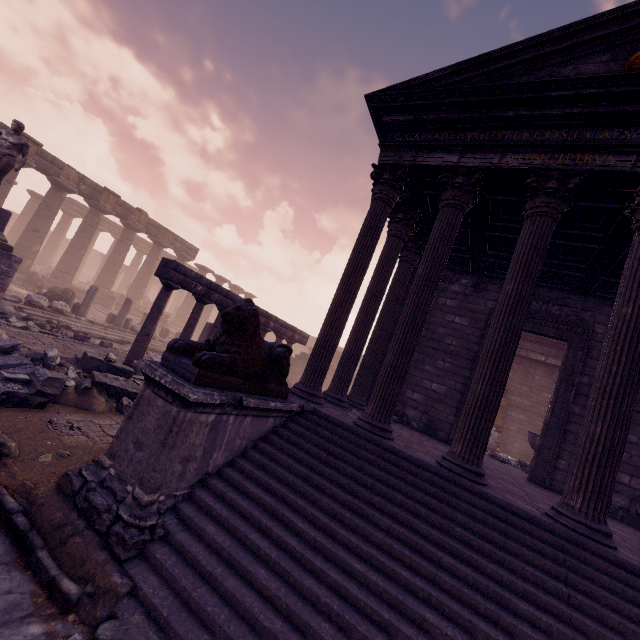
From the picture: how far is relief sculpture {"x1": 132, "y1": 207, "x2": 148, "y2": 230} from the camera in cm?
2225

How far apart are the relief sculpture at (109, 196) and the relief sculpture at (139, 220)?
1.1m

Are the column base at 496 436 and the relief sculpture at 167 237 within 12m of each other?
no

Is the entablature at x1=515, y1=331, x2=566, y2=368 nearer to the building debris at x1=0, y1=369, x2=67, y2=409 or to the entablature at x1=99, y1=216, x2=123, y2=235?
the building debris at x1=0, y1=369, x2=67, y2=409

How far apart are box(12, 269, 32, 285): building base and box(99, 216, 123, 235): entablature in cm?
529

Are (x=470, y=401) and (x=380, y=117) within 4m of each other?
no

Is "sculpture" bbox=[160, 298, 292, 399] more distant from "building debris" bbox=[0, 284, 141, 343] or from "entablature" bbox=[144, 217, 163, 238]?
"entablature" bbox=[144, 217, 163, 238]

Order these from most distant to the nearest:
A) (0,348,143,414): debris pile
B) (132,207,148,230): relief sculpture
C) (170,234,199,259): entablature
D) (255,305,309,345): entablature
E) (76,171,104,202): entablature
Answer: (170,234,199,259): entablature
(132,207,148,230): relief sculpture
(76,171,104,202): entablature
(255,305,309,345): entablature
(0,348,143,414): debris pile
